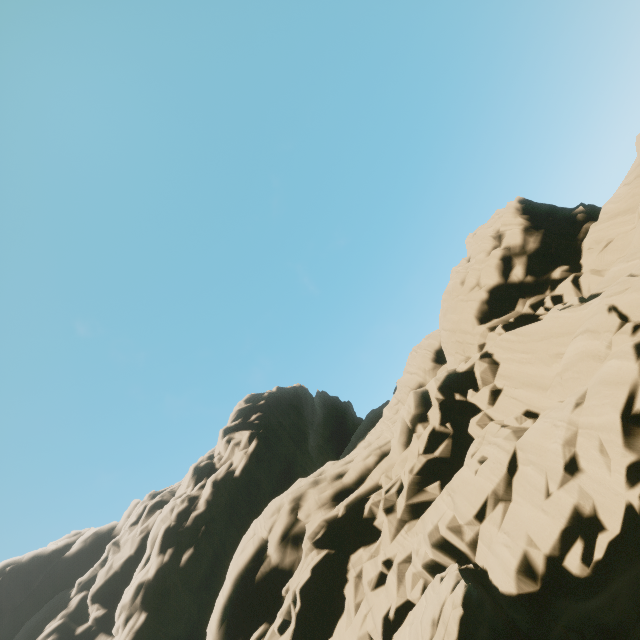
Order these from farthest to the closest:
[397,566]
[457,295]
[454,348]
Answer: [457,295] < [454,348] < [397,566]
